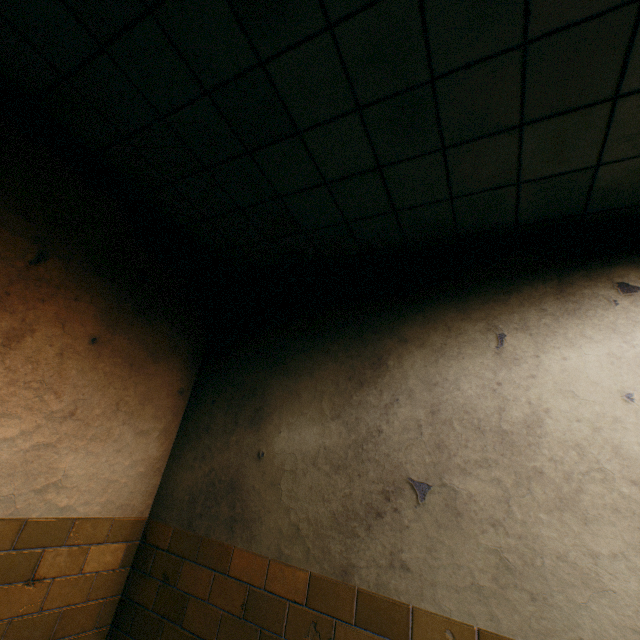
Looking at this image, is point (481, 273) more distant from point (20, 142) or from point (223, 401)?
point (20, 142)
